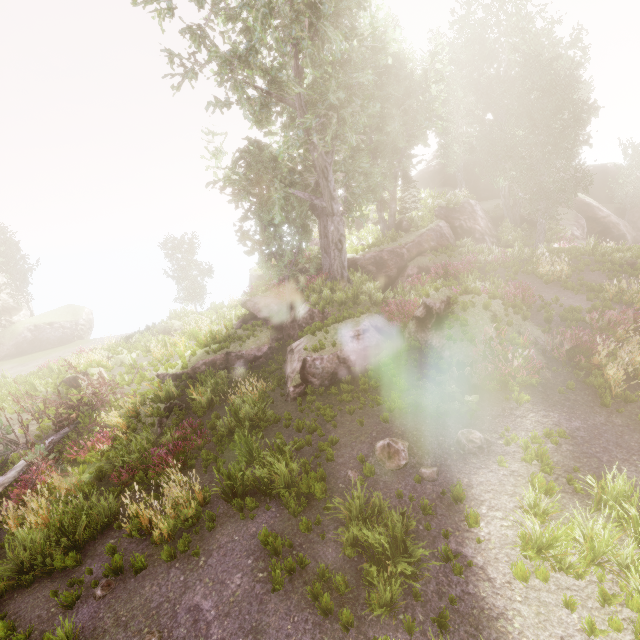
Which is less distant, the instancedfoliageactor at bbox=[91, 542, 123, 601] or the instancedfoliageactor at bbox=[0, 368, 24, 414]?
the instancedfoliageactor at bbox=[91, 542, 123, 601]

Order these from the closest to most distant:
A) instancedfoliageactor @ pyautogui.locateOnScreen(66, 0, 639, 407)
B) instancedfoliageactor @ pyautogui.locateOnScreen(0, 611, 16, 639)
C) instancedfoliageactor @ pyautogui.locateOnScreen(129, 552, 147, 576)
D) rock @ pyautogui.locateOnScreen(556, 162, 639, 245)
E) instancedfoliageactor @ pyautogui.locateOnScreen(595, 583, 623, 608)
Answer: instancedfoliageactor @ pyautogui.locateOnScreen(595, 583, 623, 608) < instancedfoliageactor @ pyautogui.locateOnScreen(0, 611, 16, 639) < instancedfoliageactor @ pyautogui.locateOnScreen(129, 552, 147, 576) < instancedfoliageactor @ pyautogui.locateOnScreen(66, 0, 639, 407) < rock @ pyautogui.locateOnScreen(556, 162, 639, 245)

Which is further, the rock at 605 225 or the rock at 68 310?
the rock at 68 310

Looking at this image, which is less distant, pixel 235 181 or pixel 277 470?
pixel 277 470

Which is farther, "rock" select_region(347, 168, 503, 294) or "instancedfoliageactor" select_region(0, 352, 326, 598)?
"rock" select_region(347, 168, 503, 294)

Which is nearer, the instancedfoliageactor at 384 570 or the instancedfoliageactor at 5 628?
the instancedfoliageactor at 384 570

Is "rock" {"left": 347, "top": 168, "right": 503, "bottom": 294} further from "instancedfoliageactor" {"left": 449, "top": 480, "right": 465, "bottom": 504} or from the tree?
the tree
